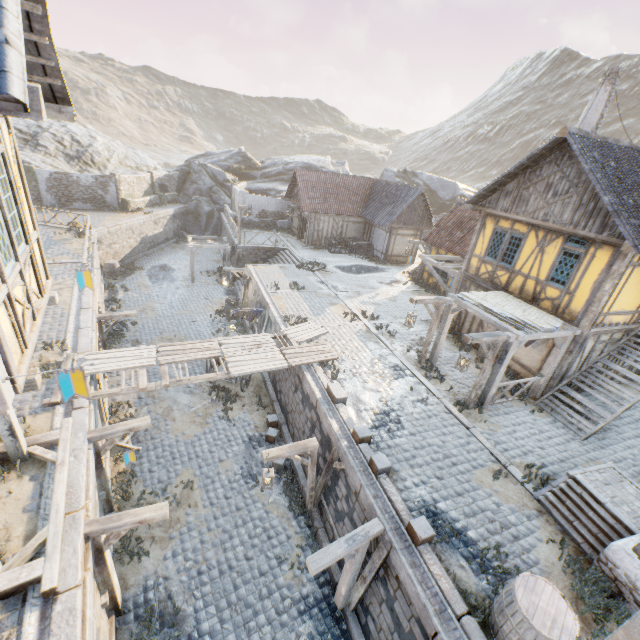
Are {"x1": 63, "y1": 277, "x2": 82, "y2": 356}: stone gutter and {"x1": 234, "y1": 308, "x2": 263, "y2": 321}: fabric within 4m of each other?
no

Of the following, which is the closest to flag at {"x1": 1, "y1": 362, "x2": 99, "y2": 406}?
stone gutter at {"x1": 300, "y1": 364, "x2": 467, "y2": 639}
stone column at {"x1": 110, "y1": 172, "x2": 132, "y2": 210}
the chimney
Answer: stone gutter at {"x1": 300, "y1": 364, "x2": 467, "y2": 639}

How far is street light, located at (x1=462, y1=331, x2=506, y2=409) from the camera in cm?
934

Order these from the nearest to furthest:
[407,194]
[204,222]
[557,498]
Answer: [557,498] → [407,194] → [204,222]

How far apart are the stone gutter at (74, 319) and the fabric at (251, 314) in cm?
605

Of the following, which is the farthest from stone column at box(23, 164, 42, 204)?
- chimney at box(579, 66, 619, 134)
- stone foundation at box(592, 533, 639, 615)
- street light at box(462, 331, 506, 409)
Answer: stone foundation at box(592, 533, 639, 615)

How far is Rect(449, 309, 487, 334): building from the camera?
14.76m

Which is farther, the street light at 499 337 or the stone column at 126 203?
the stone column at 126 203
